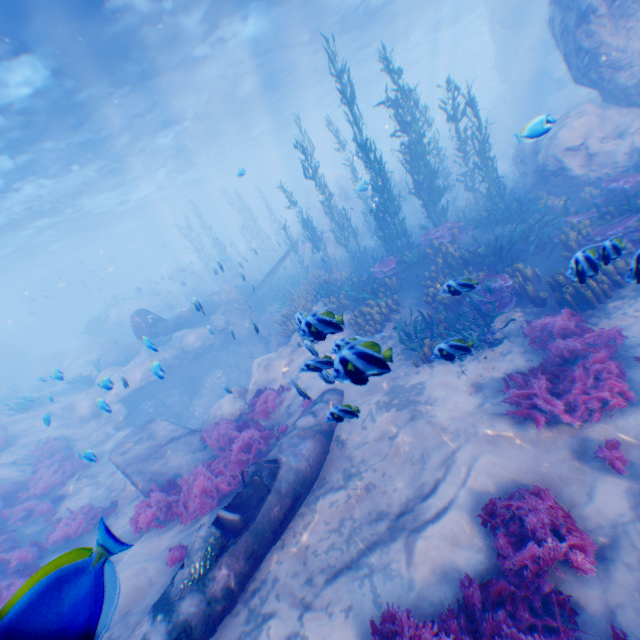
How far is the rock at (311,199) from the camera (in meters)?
20.64

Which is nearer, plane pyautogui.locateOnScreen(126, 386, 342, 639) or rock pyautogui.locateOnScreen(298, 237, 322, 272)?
plane pyautogui.locateOnScreen(126, 386, 342, 639)

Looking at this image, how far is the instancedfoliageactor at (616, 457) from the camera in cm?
439

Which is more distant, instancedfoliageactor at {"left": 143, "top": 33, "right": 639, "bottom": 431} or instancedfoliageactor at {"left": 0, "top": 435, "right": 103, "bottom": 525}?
instancedfoliageactor at {"left": 0, "top": 435, "right": 103, "bottom": 525}

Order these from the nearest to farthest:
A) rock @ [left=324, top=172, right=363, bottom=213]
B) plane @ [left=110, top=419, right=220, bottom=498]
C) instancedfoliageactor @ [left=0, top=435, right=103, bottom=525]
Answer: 1. plane @ [left=110, top=419, right=220, bottom=498]
2. instancedfoliageactor @ [left=0, top=435, right=103, bottom=525]
3. rock @ [left=324, top=172, right=363, bottom=213]

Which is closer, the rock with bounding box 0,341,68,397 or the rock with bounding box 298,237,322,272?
the rock with bounding box 298,237,322,272

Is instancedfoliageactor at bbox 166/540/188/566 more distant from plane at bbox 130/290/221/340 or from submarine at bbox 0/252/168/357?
submarine at bbox 0/252/168/357

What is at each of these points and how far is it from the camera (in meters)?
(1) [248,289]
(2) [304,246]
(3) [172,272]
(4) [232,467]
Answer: (1) plane, 23.55
(2) rock, 24.41
(3) rock, 51.31
(4) instancedfoliageactor, 7.64
